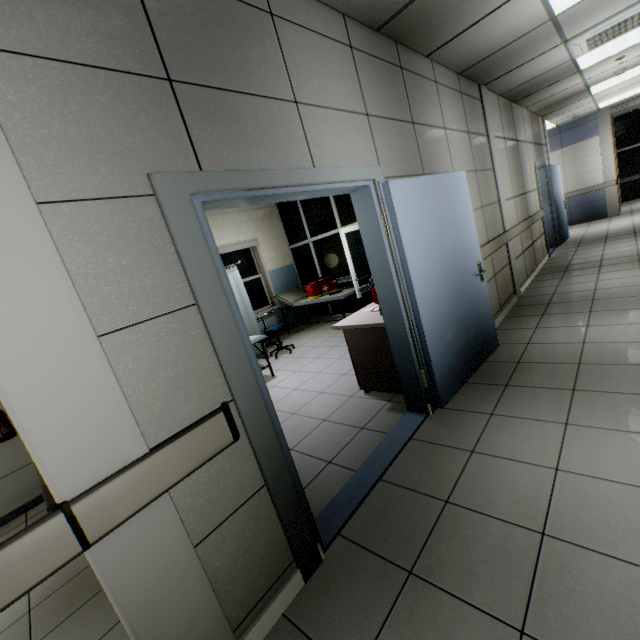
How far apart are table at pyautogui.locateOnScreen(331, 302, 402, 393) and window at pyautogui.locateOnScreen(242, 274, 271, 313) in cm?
411

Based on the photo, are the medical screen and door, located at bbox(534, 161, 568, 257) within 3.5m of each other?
no

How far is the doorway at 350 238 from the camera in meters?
6.2 m

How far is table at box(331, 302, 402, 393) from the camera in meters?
3.3

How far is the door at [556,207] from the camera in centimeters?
770cm

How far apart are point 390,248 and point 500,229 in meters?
3.3

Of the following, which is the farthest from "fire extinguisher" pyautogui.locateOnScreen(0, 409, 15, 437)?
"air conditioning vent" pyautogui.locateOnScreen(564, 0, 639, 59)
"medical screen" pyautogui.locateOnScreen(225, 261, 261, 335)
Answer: "air conditioning vent" pyautogui.locateOnScreen(564, 0, 639, 59)

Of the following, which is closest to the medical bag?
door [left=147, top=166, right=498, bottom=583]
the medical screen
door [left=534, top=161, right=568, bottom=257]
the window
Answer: the window
